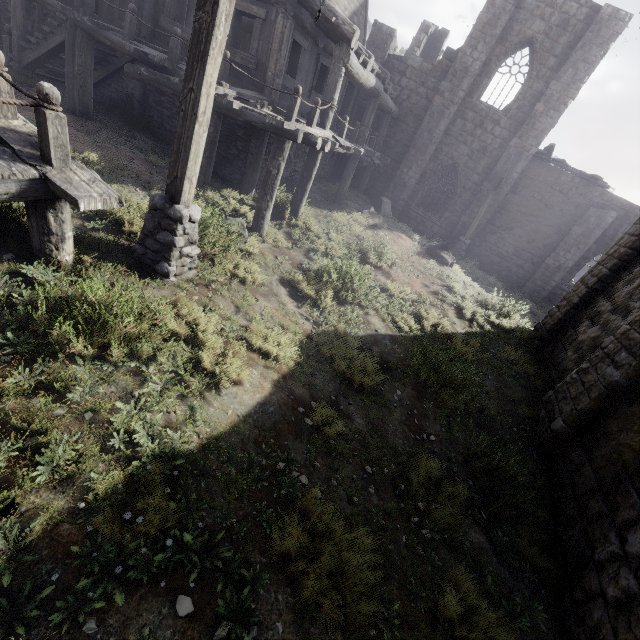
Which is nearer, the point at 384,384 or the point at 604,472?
the point at 604,472

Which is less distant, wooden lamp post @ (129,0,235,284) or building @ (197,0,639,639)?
wooden lamp post @ (129,0,235,284)

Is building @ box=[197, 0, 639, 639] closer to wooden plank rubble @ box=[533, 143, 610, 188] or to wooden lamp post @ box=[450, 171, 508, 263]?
wooden plank rubble @ box=[533, 143, 610, 188]

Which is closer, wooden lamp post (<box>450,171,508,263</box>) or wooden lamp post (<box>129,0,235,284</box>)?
wooden lamp post (<box>129,0,235,284</box>)

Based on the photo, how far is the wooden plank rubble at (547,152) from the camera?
16.33m

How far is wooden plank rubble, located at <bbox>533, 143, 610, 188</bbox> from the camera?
16.3m

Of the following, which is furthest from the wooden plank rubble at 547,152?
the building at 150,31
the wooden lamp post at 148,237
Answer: the wooden lamp post at 148,237

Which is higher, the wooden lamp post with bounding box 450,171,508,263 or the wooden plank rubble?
the wooden plank rubble
